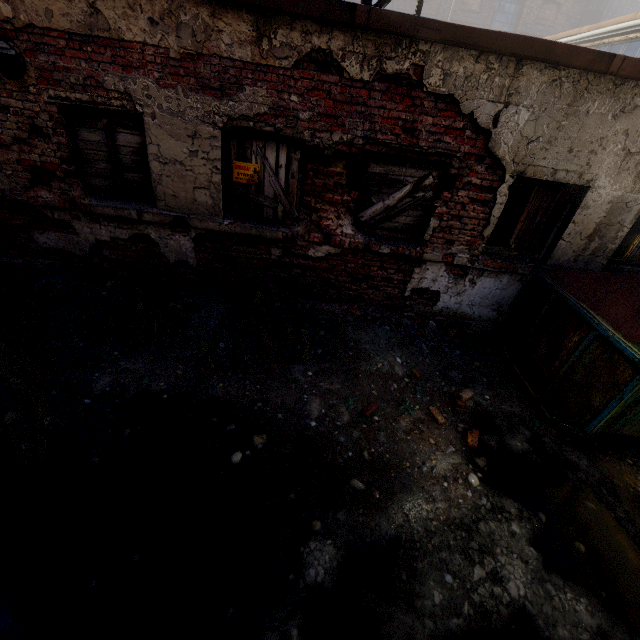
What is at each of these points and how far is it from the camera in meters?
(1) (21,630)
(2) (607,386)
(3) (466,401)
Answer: (1) trash bag, 2.0
(2) trash container, 3.4
(3) instancedfoliageactor, 4.1

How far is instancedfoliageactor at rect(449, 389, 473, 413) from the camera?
4.05m

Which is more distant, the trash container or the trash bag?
the trash container

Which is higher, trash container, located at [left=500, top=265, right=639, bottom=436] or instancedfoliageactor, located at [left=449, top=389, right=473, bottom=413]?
trash container, located at [left=500, top=265, right=639, bottom=436]

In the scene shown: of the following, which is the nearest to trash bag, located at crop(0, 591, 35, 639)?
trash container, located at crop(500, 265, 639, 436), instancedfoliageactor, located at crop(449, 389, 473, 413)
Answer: instancedfoliageactor, located at crop(449, 389, 473, 413)

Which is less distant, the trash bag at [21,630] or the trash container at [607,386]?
the trash bag at [21,630]

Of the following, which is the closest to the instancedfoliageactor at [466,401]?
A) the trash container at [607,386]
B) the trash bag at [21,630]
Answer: the trash container at [607,386]

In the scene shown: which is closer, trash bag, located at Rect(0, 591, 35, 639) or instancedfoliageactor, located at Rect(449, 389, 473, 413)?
trash bag, located at Rect(0, 591, 35, 639)
